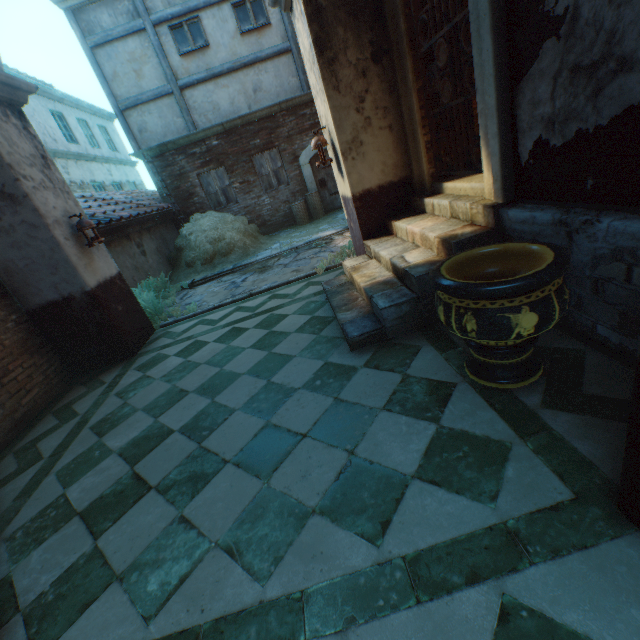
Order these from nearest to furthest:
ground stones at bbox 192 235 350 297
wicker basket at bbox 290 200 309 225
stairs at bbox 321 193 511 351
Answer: stairs at bbox 321 193 511 351, ground stones at bbox 192 235 350 297, wicker basket at bbox 290 200 309 225

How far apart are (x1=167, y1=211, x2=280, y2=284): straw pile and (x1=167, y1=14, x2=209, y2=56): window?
4.6m

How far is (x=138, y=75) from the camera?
10.0 meters

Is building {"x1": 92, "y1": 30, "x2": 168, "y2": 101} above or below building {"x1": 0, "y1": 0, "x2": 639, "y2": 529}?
above

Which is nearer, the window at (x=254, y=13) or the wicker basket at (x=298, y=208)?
the window at (x=254, y=13)

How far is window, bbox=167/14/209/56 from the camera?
9.6 meters

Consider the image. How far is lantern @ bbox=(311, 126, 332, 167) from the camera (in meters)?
A: 4.61

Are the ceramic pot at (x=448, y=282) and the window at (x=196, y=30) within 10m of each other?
no
